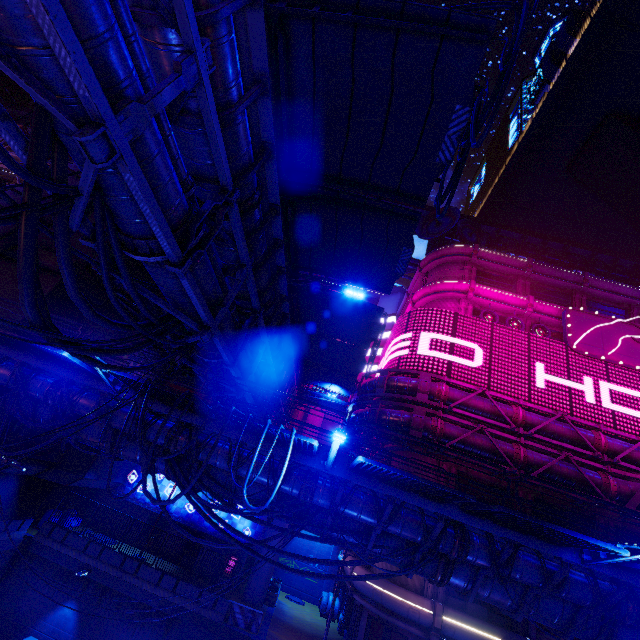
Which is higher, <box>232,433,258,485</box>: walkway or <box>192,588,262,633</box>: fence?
<box>232,433,258,485</box>: walkway

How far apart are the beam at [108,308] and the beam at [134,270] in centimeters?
335cm

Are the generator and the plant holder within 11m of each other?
yes

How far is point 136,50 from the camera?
5.1 meters

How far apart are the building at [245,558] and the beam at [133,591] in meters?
6.8

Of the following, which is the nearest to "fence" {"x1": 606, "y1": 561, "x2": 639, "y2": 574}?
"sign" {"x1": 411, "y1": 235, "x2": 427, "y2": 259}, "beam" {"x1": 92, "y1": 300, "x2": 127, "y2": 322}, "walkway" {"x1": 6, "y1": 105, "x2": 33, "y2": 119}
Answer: "beam" {"x1": 92, "y1": 300, "x2": 127, "y2": 322}

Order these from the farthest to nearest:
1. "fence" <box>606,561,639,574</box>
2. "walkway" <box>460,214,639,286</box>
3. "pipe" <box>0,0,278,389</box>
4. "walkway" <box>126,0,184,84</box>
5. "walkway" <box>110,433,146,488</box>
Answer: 1. "walkway" <box>460,214,639,286</box>
2. "walkway" <box>110,433,146,488</box>
3. "fence" <box>606,561,639,574</box>
4. "walkway" <box>126,0,184,84</box>
5. "pipe" <box>0,0,278,389</box>

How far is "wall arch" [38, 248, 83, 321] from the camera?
18.31m
